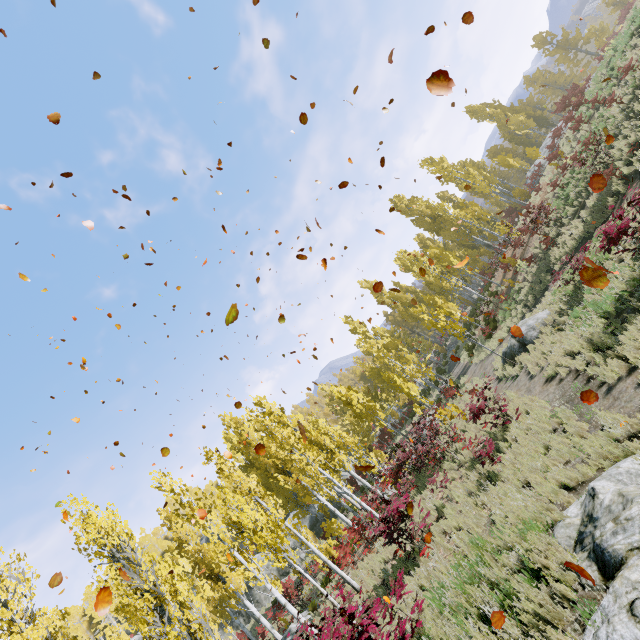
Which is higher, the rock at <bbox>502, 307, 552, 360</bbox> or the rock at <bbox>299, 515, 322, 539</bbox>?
the rock at <bbox>299, 515, 322, 539</bbox>

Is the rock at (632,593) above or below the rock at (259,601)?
below

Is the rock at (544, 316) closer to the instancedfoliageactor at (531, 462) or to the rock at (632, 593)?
the instancedfoliageactor at (531, 462)

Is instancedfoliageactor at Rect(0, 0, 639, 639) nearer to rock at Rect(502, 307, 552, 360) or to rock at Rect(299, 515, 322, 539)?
rock at Rect(299, 515, 322, 539)

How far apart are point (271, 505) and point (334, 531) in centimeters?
1586cm

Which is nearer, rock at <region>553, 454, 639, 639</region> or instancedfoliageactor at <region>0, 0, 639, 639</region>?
rock at <region>553, 454, 639, 639</region>

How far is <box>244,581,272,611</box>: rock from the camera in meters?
33.6 m

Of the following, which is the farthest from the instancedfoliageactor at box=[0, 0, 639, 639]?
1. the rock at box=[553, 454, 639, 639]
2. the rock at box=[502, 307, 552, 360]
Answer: the rock at box=[502, 307, 552, 360]
